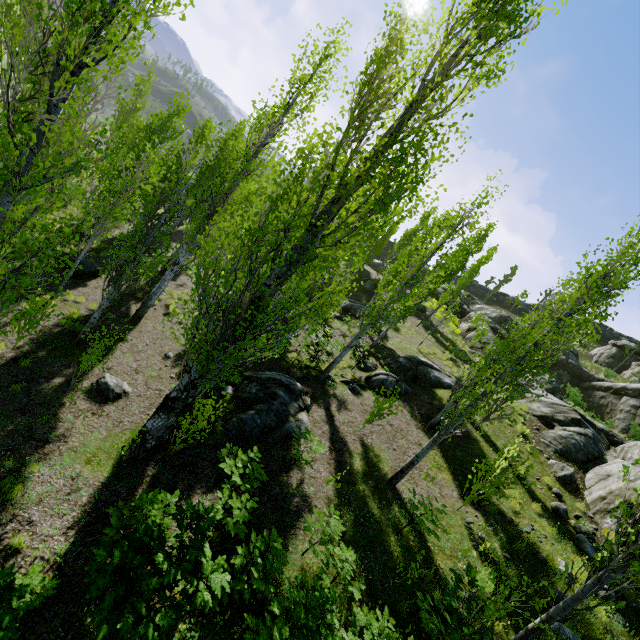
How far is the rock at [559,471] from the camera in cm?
1062

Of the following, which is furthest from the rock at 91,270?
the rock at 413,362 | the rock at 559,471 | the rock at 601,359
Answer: the rock at 601,359

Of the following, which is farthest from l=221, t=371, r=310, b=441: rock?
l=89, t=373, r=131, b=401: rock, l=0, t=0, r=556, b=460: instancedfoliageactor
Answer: l=89, t=373, r=131, b=401: rock

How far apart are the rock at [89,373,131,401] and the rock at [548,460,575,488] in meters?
13.9 m

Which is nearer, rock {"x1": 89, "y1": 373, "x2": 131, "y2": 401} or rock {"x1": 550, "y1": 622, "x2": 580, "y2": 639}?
rock {"x1": 550, "y1": 622, "x2": 580, "y2": 639}

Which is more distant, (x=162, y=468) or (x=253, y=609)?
(x=162, y=468)

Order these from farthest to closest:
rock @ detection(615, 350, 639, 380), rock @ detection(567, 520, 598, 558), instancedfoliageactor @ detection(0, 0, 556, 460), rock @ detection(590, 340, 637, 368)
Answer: rock @ detection(590, 340, 637, 368)
rock @ detection(615, 350, 639, 380)
rock @ detection(567, 520, 598, 558)
instancedfoliageactor @ detection(0, 0, 556, 460)

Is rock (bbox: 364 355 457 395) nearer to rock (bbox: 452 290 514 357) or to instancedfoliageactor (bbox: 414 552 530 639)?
instancedfoliageactor (bbox: 414 552 530 639)
